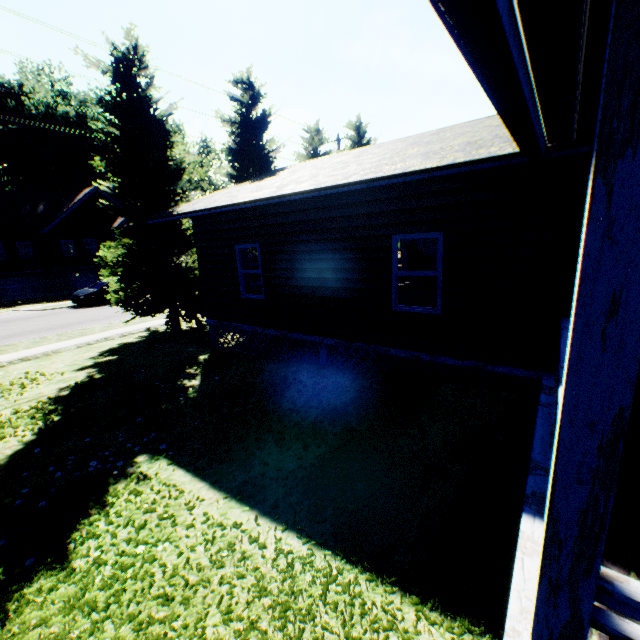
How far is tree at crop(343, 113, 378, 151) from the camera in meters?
23.5 m

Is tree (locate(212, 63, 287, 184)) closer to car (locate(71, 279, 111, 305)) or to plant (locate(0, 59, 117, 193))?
plant (locate(0, 59, 117, 193))

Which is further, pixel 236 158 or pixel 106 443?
pixel 236 158

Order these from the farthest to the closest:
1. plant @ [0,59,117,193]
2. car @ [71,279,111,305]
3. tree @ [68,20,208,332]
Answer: plant @ [0,59,117,193]
car @ [71,279,111,305]
tree @ [68,20,208,332]

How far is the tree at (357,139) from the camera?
23.5 meters

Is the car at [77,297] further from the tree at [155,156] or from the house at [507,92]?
the house at [507,92]

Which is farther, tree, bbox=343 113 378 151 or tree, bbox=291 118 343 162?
tree, bbox=343 113 378 151
